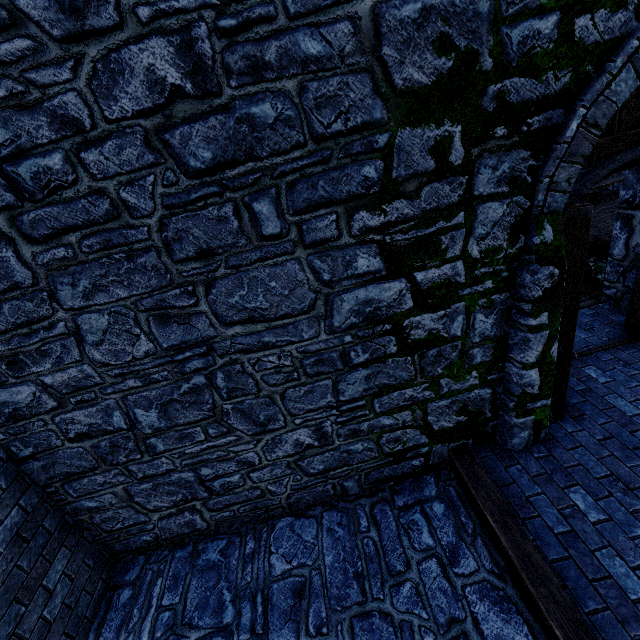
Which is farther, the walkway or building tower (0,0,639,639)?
the walkway

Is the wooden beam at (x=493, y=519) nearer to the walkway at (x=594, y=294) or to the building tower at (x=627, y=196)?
the building tower at (x=627, y=196)

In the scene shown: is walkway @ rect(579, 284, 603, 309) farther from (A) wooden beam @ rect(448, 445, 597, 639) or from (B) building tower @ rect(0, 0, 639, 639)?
(A) wooden beam @ rect(448, 445, 597, 639)

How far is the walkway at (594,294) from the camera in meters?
5.9

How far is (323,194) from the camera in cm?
250

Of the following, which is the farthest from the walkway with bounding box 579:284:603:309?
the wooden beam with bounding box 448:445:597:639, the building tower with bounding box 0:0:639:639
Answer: the wooden beam with bounding box 448:445:597:639

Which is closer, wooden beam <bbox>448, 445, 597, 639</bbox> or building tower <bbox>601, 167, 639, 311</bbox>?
wooden beam <bbox>448, 445, 597, 639</bbox>

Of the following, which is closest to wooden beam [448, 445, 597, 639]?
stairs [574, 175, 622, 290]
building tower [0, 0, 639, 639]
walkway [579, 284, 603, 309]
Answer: building tower [0, 0, 639, 639]
